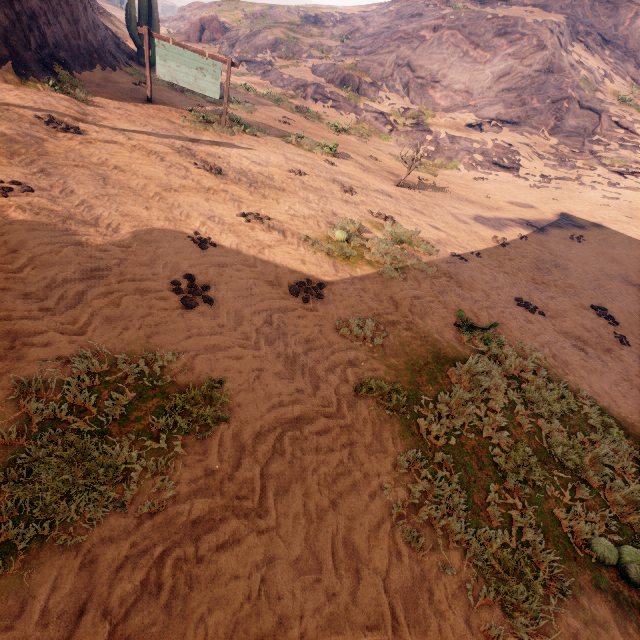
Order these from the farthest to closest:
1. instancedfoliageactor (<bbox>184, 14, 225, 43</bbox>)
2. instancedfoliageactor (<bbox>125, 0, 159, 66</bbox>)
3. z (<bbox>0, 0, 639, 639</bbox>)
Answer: instancedfoliageactor (<bbox>184, 14, 225, 43</bbox>) < instancedfoliageactor (<bbox>125, 0, 159, 66</bbox>) < z (<bbox>0, 0, 639, 639</bbox>)

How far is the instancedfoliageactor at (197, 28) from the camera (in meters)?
34.03

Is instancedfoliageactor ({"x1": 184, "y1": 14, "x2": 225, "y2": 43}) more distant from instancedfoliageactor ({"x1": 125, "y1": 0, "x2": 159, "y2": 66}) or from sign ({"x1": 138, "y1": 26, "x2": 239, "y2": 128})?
sign ({"x1": 138, "y1": 26, "x2": 239, "y2": 128})

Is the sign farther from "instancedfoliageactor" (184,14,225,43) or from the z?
"instancedfoliageactor" (184,14,225,43)

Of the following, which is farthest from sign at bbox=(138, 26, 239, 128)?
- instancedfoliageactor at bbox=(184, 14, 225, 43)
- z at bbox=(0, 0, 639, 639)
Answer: instancedfoliageactor at bbox=(184, 14, 225, 43)

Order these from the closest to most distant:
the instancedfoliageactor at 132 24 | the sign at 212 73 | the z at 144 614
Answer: the z at 144 614 → the sign at 212 73 → the instancedfoliageactor at 132 24

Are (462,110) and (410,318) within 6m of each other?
no
